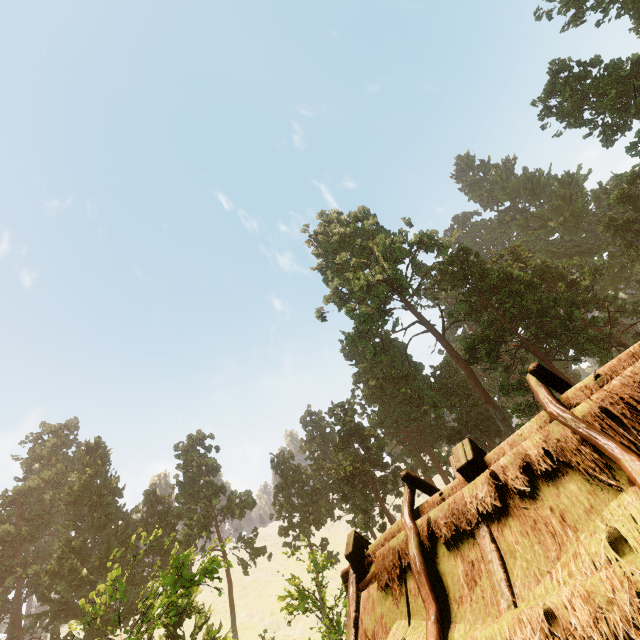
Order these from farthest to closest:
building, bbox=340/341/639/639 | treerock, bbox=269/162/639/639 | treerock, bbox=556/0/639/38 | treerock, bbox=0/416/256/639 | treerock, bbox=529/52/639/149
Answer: treerock, bbox=269/162/639/639 < treerock, bbox=529/52/639/149 < treerock, bbox=556/0/639/38 < treerock, bbox=0/416/256/639 < building, bbox=340/341/639/639

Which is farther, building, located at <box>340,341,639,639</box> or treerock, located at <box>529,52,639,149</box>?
treerock, located at <box>529,52,639,149</box>

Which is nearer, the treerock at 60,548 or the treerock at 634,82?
the treerock at 60,548

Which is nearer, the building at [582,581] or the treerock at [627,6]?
the building at [582,581]

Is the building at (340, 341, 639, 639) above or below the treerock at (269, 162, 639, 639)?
below

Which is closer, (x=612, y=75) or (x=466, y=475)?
(x=466, y=475)
